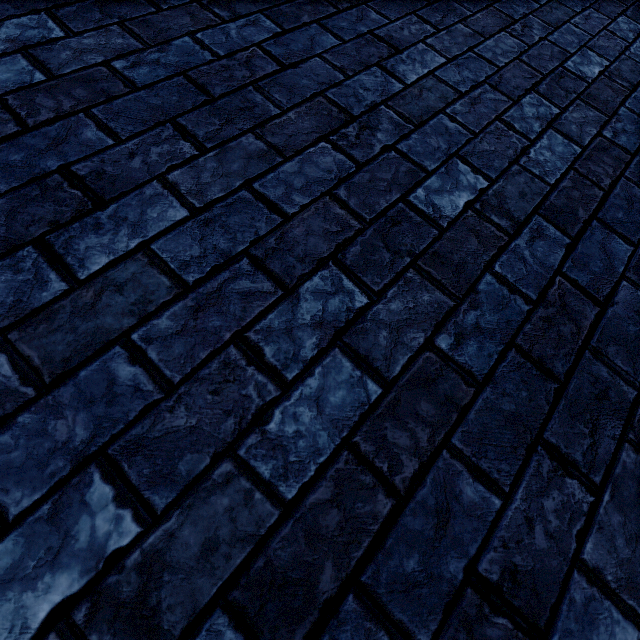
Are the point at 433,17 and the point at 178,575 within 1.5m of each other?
no
